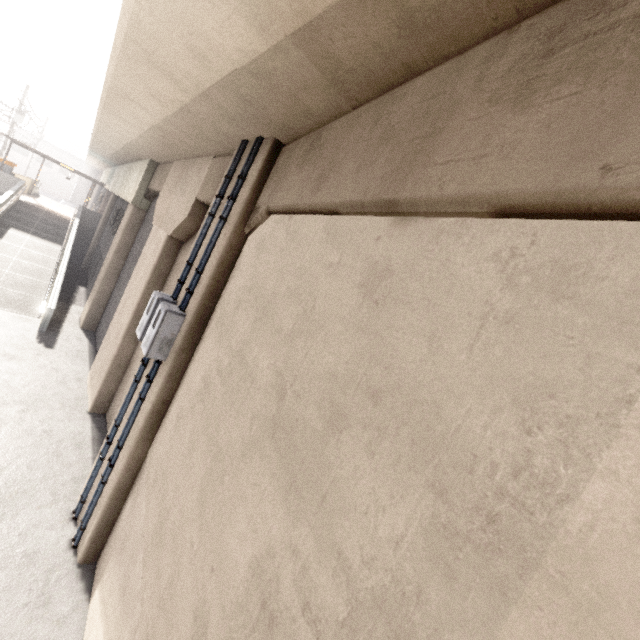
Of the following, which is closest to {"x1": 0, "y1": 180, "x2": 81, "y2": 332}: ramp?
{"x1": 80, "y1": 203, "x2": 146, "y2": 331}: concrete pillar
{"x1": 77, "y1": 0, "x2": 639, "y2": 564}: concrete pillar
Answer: {"x1": 80, "y1": 203, "x2": 146, "y2": 331}: concrete pillar

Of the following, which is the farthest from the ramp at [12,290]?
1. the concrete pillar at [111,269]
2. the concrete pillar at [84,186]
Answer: the concrete pillar at [84,186]

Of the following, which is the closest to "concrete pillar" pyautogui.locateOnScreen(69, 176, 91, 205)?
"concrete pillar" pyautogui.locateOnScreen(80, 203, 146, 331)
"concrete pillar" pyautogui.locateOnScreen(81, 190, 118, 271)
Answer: "concrete pillar" pyautogui.locateOnScreen(81, 190, 118, 271)

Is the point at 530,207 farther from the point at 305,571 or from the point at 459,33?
the point at 305,571

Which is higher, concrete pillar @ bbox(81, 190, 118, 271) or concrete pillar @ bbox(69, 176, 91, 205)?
concrete pillar @ bbox(81, 190, 118, 271)

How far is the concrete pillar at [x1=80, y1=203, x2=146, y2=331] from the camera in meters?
12.2 m

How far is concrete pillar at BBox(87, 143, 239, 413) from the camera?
6.9 meters

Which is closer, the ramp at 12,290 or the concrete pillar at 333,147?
the concrete pillar at 333,147
